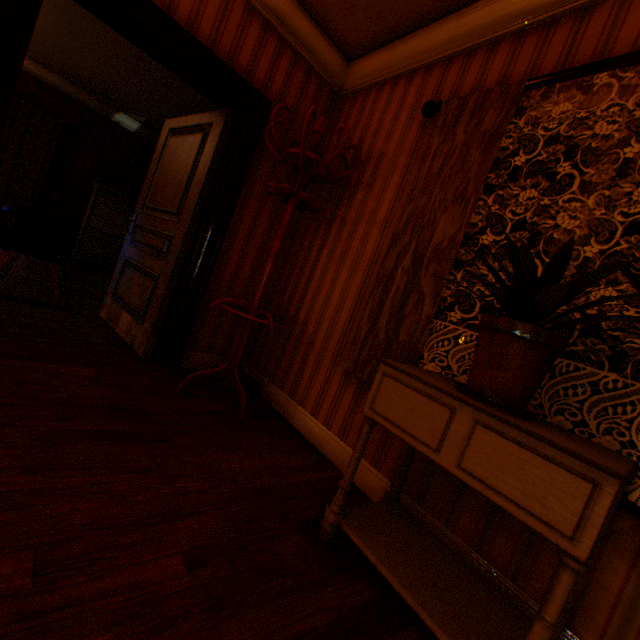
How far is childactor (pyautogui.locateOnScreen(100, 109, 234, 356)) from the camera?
2.8m

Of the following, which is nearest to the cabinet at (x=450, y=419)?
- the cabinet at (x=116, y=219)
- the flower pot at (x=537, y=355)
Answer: the flower pot at (x=537, y=355)

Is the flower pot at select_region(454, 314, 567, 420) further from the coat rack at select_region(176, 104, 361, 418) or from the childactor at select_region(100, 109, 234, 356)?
the childactor at select_region(100, 109, 234, 356)

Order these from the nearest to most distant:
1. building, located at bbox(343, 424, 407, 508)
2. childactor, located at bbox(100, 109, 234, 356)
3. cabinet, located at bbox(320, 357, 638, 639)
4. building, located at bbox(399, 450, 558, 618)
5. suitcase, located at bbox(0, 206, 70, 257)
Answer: cabinet, located at bbox(320, 357, 638, 639) < building, located at bbox(399, 450, 558, 618) < building, located at bbox(343, 424, 407, 508) < childactor, located at bbox(100, 109, 234, 356) < suitcase, located at bbox(0, 206, 70, 257)

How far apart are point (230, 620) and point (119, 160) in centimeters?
826cm

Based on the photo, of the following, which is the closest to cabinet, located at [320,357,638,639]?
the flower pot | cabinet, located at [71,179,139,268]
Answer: the flower pot

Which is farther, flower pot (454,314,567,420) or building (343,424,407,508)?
building (343,424,407,508)

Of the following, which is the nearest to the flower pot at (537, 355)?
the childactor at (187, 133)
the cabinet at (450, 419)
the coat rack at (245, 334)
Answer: the cabinet at (450, 419)
